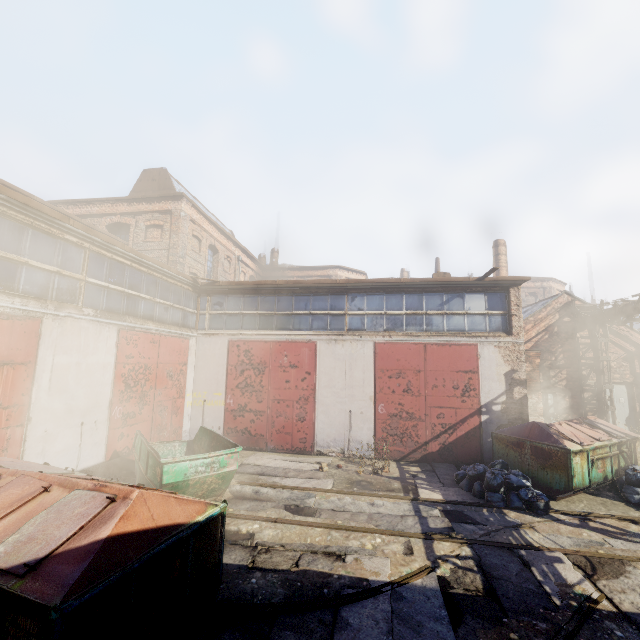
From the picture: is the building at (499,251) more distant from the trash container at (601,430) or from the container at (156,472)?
the container at (156,472)

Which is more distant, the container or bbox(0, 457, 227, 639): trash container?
the container

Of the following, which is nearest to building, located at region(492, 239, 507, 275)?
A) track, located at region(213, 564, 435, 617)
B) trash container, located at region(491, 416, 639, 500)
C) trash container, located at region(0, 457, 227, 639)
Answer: trash container, located at region(491, 416, 639, 500)

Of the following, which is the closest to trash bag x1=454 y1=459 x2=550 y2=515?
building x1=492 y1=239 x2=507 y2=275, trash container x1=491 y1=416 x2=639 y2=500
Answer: trash container x1=491 y1=416 x2=639 y2=500

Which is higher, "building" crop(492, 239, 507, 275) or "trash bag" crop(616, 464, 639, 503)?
"building" crop(492, 239, 507, 275)

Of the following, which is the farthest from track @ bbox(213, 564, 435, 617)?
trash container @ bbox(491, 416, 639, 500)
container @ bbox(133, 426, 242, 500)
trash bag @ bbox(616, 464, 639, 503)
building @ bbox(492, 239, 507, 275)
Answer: building @ bbox(492, 239, 507, 275)

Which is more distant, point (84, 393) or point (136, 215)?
point (136, 215)

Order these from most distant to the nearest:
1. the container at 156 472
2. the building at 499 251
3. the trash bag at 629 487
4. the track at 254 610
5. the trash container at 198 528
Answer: the building at 499 251 < the trash bag at 629 487 < the container at 156 472 < the track at 254 610 < the trash container at 198 528
